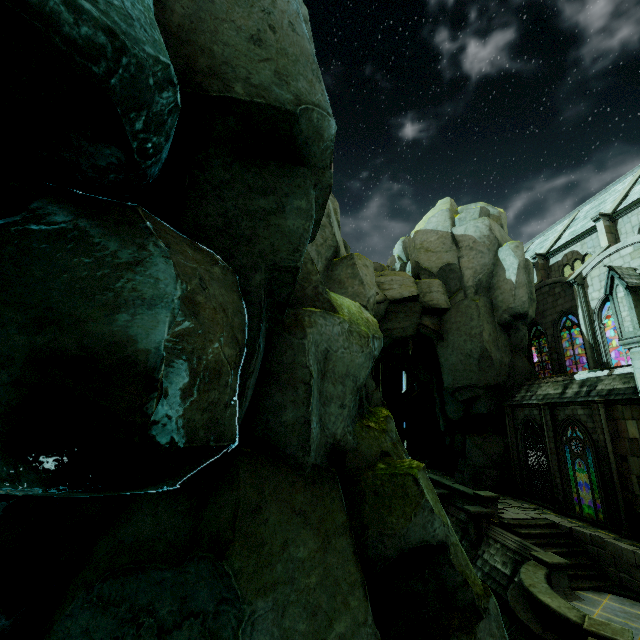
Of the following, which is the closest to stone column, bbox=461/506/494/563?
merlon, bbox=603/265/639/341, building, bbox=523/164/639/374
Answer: building, bbox=523/164/639/374

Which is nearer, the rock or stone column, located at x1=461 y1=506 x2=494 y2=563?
the rock

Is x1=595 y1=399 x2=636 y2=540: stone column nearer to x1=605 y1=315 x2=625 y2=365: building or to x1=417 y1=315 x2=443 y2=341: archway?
x1=605 y1=315 x2=625 y2=365: building

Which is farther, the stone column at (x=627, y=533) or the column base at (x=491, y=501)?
the column base at (x=491, y=501)

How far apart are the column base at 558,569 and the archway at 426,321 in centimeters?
1333cm

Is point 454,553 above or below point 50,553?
below

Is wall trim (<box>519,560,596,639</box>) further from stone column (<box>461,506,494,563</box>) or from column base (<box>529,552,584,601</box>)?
stone column (<box>461,506,494,563</box>)

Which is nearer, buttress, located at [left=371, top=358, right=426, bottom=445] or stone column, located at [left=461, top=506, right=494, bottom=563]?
stone column, located at [left=461, top=506, right=494, bottom=563]
